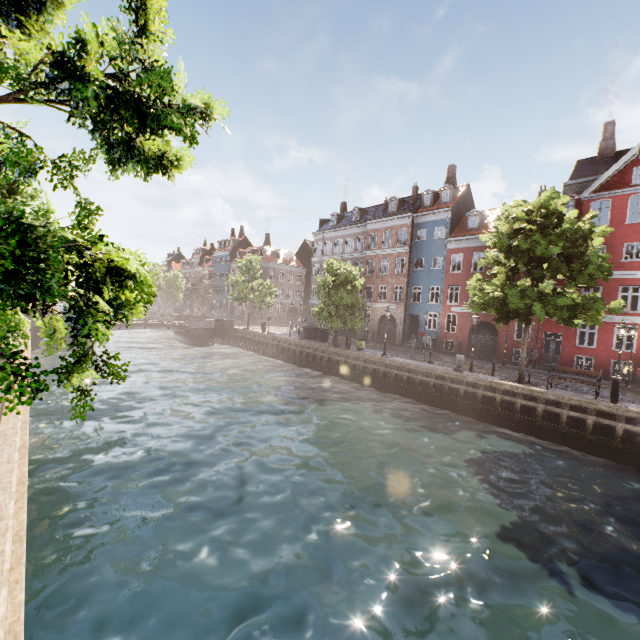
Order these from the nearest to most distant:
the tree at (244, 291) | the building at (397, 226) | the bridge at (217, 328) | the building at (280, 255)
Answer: the building at (397, 226), the bridge at (217, 328), the tree at (244, 291), the building at (280, 255)

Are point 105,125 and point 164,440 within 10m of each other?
no

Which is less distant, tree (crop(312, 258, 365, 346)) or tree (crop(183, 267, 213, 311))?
tree (crop(312, 258, 365, 346))

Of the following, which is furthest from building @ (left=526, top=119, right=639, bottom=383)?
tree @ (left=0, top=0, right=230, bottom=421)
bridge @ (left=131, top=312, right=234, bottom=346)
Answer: bridge @ (left=131, top=312, right=234, bottom=346)

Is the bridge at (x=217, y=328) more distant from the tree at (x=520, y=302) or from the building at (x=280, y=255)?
the building at (x=280, y=255)

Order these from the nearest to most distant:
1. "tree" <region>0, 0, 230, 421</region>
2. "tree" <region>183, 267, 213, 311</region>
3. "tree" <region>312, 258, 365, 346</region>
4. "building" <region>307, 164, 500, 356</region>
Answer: "tree" <region>0, 0, 230, 421</region> < "tree" <region>312, 258, 365, 346</region> < "building" <region>307, 164, 500, 356</region> < "tree" <region>183, 267, 213, 311</region>

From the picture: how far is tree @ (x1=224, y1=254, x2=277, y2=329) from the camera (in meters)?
39.09

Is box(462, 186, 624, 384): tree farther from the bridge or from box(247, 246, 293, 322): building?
box(247, 246, 293, 322): building
